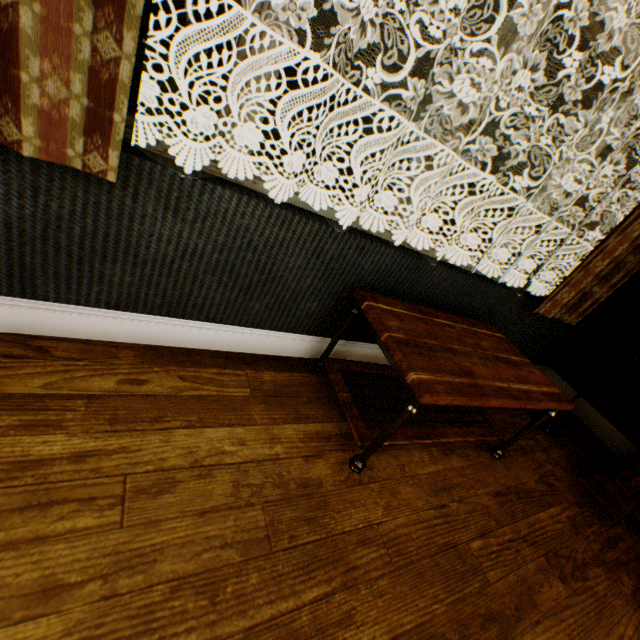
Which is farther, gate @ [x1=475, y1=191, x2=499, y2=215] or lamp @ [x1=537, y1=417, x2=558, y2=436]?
gate @ [x1=475, y1=191, x2=499, y2=215]

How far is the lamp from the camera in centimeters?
253cm

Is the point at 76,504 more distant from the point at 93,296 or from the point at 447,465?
→ the point at 447,465

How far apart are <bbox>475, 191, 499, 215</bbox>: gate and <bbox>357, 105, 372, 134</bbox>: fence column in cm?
1007

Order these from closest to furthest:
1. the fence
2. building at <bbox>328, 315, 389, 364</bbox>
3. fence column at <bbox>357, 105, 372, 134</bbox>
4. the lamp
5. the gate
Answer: building at <bbox>328, 315, 389, 364</bbox>
the lamp
the fence
fence column at <bbox>357, 105, 372, 134</bbox>
the gate

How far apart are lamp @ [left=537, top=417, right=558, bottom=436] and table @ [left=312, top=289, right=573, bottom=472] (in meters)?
0.85

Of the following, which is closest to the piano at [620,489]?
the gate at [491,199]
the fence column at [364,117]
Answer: the fence column at [364,117]

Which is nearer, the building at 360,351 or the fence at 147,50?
the building at 360,351
